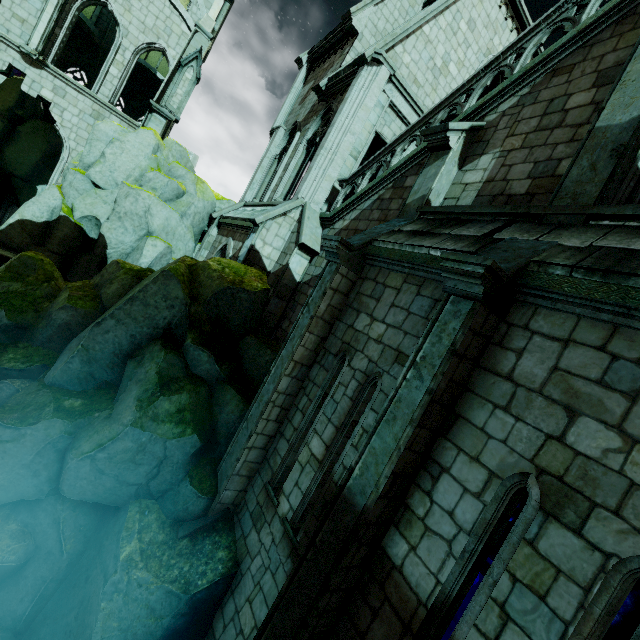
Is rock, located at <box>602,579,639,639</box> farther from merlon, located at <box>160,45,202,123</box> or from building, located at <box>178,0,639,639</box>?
merlon, located at <box>160,45,202,123</box>

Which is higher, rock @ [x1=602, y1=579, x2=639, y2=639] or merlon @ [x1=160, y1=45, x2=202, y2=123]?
merlon @ [x1=160, y1=45, x2=202, y2=123]

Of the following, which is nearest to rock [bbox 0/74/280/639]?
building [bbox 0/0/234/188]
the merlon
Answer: building [bbox 0/0/234/188]

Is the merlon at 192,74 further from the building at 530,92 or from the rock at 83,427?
the rock at 83,427

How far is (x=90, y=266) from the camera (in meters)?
14.28

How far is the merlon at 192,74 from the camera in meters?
15.5

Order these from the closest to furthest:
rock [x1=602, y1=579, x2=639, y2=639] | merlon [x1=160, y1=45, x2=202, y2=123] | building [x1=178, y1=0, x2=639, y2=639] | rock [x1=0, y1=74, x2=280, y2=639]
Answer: building [x1=178, y1=0, x2=639, y2=639]
rock [x1=0, y1=74, x2=280, y2=639]
rock [x1=602, y1=579, x2=639, y2=639]
merlon [x1=160, y1=45, x2=202, y2=123]
